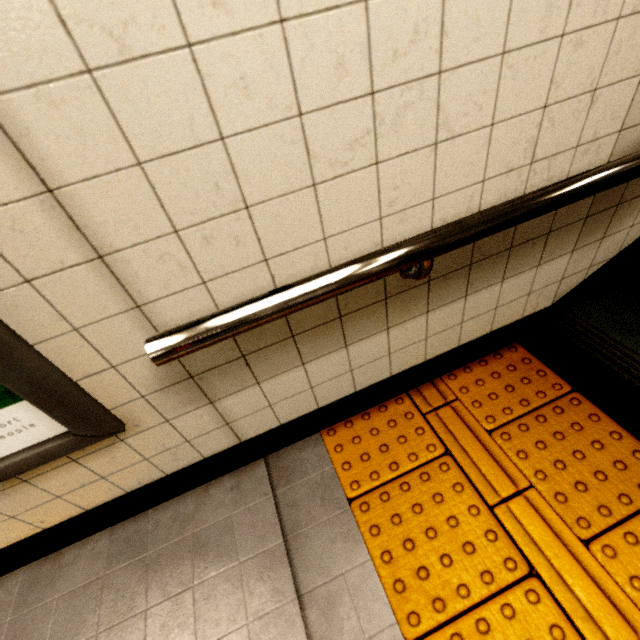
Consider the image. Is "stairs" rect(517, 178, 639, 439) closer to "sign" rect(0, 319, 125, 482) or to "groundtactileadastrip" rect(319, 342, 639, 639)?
"groundtactileadastrip" rect(319, 342, 639, 639)

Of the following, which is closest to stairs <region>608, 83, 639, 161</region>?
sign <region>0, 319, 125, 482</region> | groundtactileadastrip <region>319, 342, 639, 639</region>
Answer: groundtactileadastrip <region>319, 342, 639, 639</region>

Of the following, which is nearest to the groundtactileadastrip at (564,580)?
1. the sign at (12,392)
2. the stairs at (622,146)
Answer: the stairs at (622,146)

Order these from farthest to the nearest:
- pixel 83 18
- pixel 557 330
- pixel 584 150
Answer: pixel 557 330 < pixel 584 150 < pixel 83 18

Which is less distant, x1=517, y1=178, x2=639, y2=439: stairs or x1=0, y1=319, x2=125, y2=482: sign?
x1=0, y1=319, x2=125, y2=482: sign

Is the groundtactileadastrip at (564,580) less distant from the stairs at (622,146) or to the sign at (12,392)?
the stairs at (622,146)
